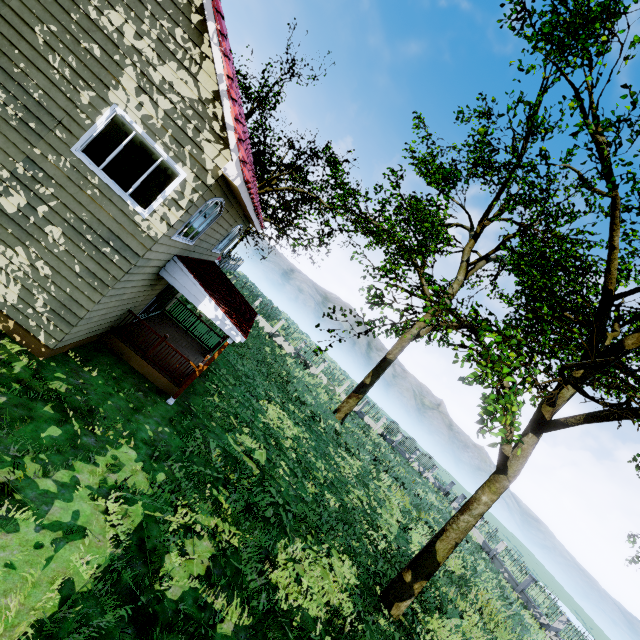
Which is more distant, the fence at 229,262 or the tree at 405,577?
the fence at 229,262

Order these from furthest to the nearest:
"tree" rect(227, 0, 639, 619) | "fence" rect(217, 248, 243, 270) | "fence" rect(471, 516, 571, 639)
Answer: "fence" rect(217, 248, 243, 270) → "fence" rect(471, 516, 571, 639) → "tree" rect(227, 0, 639, 619)

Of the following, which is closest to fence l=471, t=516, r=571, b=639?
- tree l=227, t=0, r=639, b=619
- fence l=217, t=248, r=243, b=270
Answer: tree l=227, t=0, r=639, b=619

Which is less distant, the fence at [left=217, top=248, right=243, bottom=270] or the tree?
the tree

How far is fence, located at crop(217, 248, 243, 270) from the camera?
31.4 meters

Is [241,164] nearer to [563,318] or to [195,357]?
[195,357]

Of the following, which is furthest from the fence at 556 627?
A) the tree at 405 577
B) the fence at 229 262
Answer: the fence at 229 262
